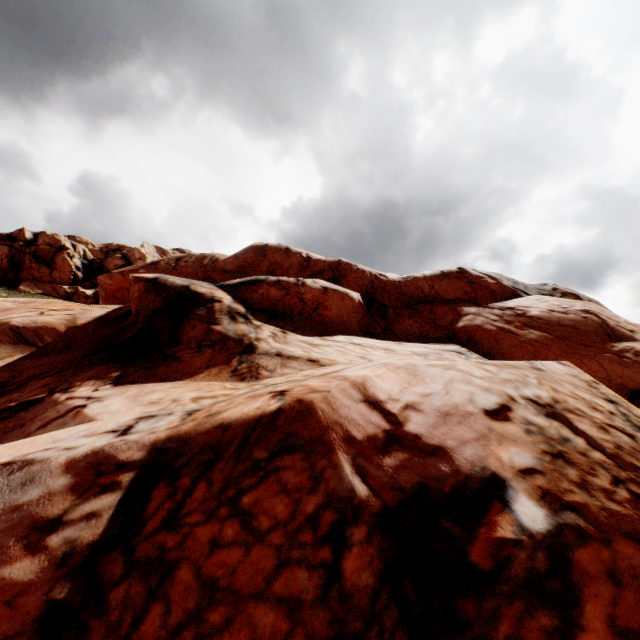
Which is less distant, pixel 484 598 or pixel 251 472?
pixel 484 598
